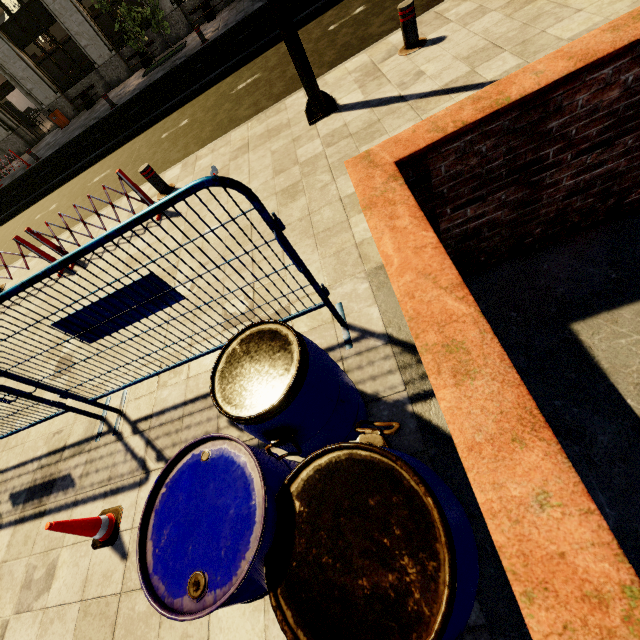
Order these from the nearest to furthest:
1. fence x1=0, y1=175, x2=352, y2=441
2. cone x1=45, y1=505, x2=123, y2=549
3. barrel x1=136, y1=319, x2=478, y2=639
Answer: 1. barrel x1=136, y1=319, x2=478, y2=639
2. fence x1=0, y1=175, x2=352, y2=441
3. cone x1=45, y1=505, x2=123, y2=549

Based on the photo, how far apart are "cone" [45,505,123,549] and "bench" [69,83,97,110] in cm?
2215

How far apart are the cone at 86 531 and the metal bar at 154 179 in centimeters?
535cm

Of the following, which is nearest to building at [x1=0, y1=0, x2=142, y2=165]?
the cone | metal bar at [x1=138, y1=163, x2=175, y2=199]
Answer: metal bar at [x1=138, y1=163, x2=175, y2=199]

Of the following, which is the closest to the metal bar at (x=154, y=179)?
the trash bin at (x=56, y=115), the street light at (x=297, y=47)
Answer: the street light at (x=297, y=47)

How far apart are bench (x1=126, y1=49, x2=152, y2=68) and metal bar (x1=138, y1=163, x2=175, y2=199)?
15.4 meters

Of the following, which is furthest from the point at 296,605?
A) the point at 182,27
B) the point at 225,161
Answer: the point at 182,27

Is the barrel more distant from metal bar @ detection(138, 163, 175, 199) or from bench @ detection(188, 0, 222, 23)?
bench @ detection(188, 0, 222, 23)
